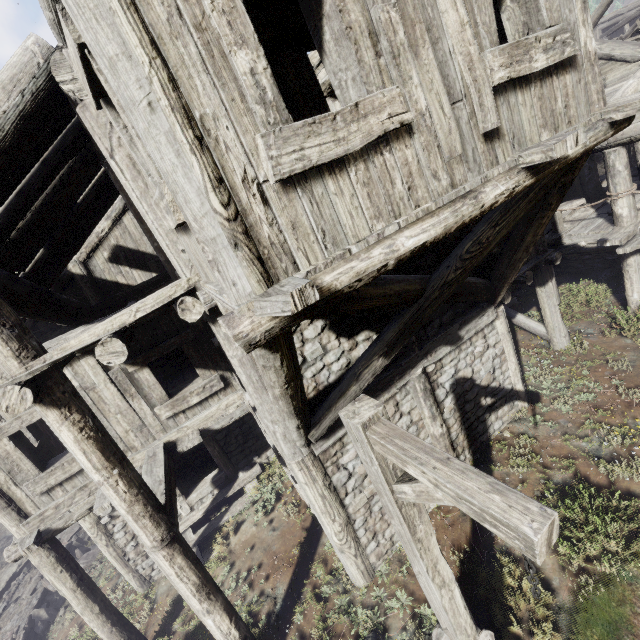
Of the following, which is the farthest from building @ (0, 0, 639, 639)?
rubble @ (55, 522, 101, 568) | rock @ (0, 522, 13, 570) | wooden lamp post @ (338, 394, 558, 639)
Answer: rubble @ (55, 522, 101, 568)

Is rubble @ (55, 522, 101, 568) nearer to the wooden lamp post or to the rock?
the rock

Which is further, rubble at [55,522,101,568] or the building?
rubble at [55,522,101,568]

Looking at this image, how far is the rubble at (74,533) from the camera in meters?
11.9

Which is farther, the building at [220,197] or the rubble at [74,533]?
the rubble at [74,533]

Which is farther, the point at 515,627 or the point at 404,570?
the point at 404,570

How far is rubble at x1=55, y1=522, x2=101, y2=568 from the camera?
11.9m

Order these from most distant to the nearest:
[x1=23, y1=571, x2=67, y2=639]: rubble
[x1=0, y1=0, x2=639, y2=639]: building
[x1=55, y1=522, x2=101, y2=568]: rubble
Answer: [x1=55, y1=522, x2=101, y2=568]: rubble
[x1=23, y1=571, x2=67, y2=639]: rubble
[x1=0, y1=0, x2=639, y2=639]: building
